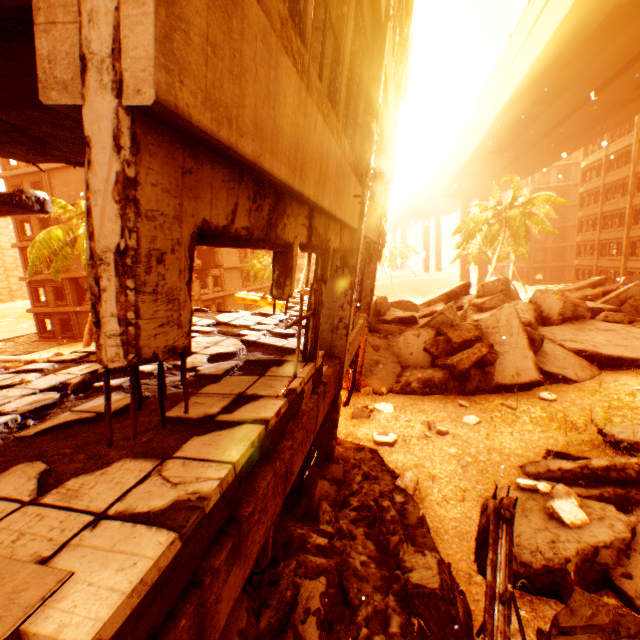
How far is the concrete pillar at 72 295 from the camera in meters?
29.6 m

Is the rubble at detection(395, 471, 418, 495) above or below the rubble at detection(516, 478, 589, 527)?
below

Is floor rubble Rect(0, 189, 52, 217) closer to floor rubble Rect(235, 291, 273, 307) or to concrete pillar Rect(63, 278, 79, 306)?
floor rubble Rect(235, 291, 273, 307)

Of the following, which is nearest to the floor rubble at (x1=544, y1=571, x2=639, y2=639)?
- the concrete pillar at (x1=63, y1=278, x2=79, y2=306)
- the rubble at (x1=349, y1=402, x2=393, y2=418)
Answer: the rubble at (x1=349, y1=402, x2=393, y2=418)

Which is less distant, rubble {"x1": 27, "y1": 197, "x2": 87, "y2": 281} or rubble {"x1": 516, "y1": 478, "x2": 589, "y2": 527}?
rubble {"x1": 516, "y1": 478, "x2": 589, "y2": 527}

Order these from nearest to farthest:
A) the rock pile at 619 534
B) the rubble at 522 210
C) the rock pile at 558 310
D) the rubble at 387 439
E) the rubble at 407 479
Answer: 1. the rock pile at 619 534
2. the rubble at 407 479
3. the rubble at 387 439
4. the rock pile at 558 310
5. the rubble at 522 210

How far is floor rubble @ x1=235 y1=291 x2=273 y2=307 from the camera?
12.2 meters

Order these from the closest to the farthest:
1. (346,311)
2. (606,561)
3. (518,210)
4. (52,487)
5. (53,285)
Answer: (52,487) < (606,561) < (346,311) < (518,210) < (53,285)
